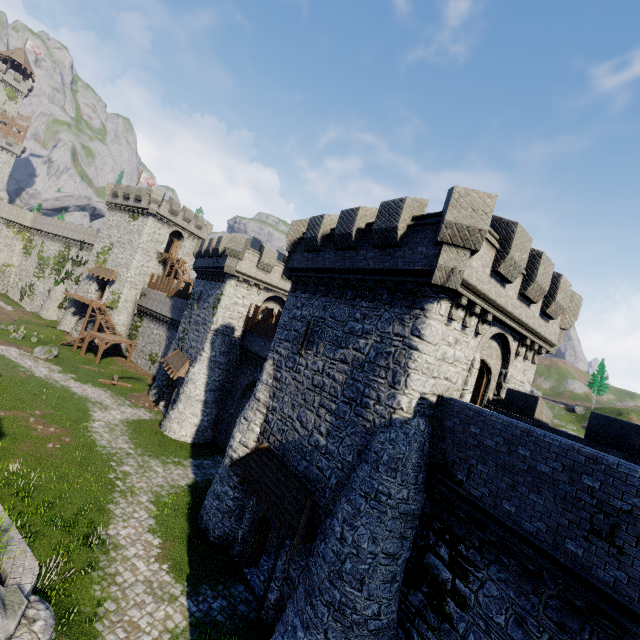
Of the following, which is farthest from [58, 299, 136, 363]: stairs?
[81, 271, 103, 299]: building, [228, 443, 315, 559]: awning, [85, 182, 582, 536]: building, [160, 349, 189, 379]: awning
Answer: [228, 443, 315, 559]: awning

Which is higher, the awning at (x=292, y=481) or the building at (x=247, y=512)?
the awning at (x=292, y=481)

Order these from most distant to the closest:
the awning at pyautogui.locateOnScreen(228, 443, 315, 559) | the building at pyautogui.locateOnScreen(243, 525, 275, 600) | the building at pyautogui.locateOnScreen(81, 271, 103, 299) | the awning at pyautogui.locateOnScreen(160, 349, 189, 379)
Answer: the building at pyautogui.locateOnScreen(81, 271, 103, 299)
the awning at pyautogui.locateOnScreen(160, 349, 189, 379)
the building at pyautogui.locateOnScreen(243, 525, 275, 600)
the awning at pyautogui.locateOnScreen(228, 443, 315, 559)

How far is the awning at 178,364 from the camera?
→ 27.3m

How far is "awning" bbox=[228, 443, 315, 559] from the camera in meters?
11.7 m

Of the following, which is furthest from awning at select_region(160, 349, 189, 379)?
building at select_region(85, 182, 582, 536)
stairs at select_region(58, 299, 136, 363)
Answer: stairs at select_region(58, 299, 136, 363)

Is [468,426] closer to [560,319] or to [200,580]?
[560,319]

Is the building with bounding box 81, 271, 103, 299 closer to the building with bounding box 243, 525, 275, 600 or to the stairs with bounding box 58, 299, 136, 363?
the stairs with bounding box 58, 299, 136, 363
